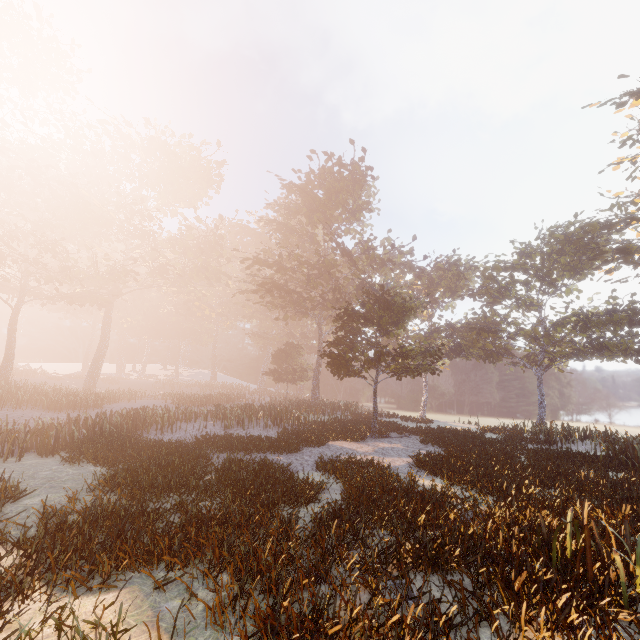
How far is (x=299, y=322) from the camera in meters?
55.5 m
